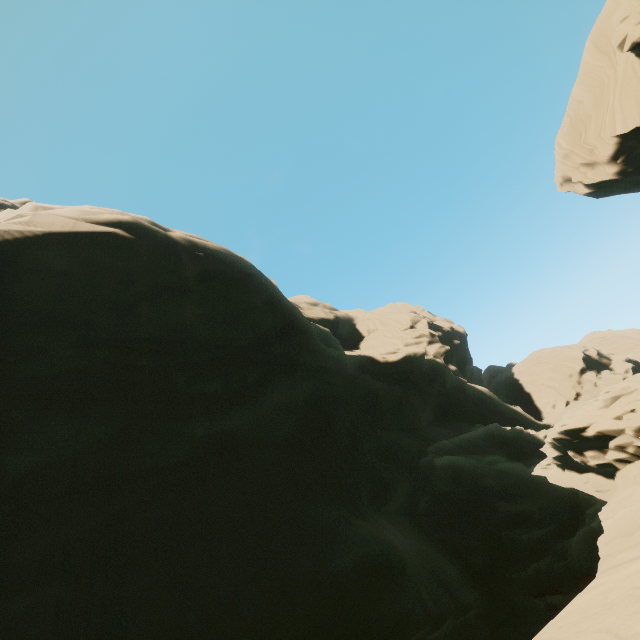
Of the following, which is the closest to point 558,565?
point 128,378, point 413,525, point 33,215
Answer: point 413,525

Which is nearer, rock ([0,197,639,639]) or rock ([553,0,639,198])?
rock ([0,197,639,639])

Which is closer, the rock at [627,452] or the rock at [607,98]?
the rock at [627,452]
